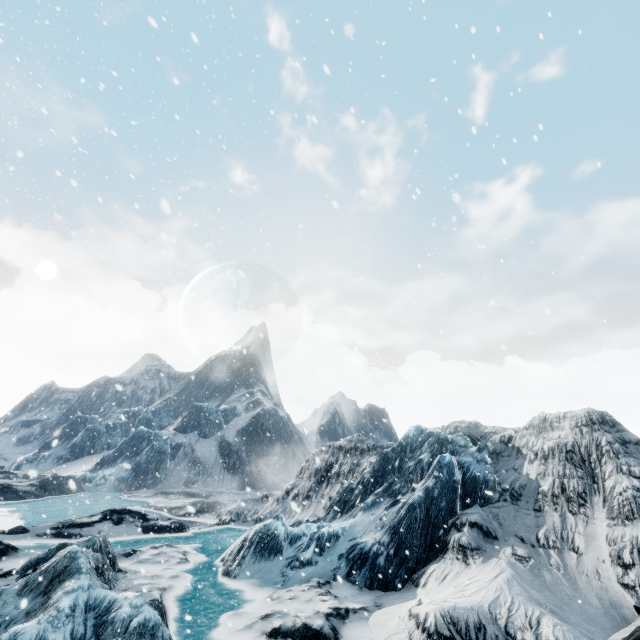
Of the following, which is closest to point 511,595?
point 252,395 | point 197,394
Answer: point 252,395
